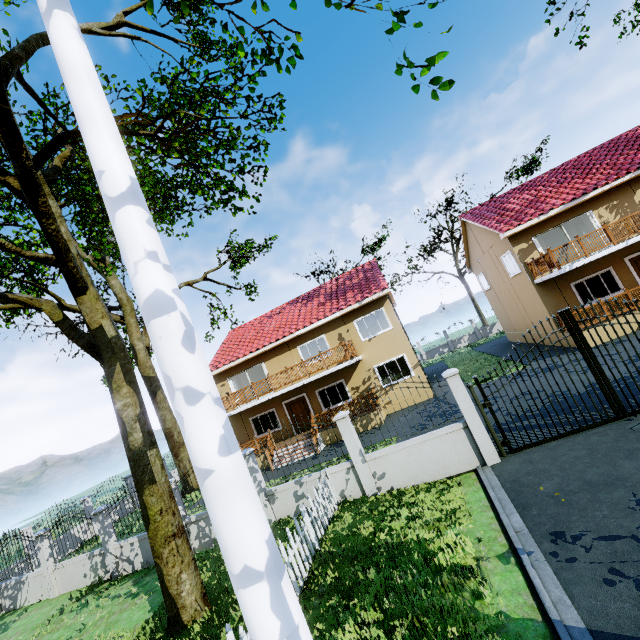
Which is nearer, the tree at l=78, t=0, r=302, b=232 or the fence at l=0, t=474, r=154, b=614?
the tree at l=78, t=0, r=302, b=232

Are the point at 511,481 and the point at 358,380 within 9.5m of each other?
no

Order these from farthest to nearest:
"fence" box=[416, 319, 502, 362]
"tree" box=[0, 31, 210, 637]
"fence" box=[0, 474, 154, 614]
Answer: "fence" box=[416, 319, 502, 362]
"fence" box=[0, 474, 154, 614]
"tree" box=[0, 31, 210, 637]

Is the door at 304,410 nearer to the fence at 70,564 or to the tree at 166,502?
the tree at 166,502

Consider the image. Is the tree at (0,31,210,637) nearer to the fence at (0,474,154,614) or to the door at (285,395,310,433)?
the fence at (0,474,154,614)

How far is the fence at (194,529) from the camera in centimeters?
1041cm
